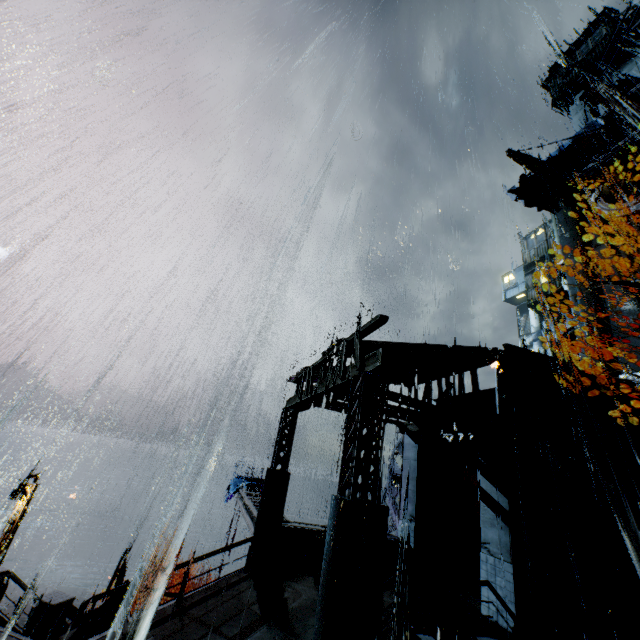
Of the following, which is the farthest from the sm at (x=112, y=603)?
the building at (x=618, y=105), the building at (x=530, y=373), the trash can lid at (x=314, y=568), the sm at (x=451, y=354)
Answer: the building at (x=530, y=373)

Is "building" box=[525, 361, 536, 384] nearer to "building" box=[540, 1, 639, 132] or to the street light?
"building" box=[540, 1, 639, 132]

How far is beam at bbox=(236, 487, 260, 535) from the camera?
14.1 meters

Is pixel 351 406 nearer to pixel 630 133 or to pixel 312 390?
pixel 312 390

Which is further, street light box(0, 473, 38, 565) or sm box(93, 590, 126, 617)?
street light box(0, 473, 38, 565)

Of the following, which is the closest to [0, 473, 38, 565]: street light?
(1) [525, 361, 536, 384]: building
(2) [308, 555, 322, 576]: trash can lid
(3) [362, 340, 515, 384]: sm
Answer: (3) [362, 340, 515, 384]: sm

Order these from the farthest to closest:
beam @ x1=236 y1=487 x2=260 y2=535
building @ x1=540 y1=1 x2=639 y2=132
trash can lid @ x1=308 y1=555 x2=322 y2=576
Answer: building @ x1=540 y1=1 x2=639 y2=132
beam @ x1=236 y1=487 x2=260 y2=535
trash can lid @ x1=308 y1=555 x2=322 y2=576

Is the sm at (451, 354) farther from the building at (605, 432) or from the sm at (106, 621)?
the sm at (106, 621)
